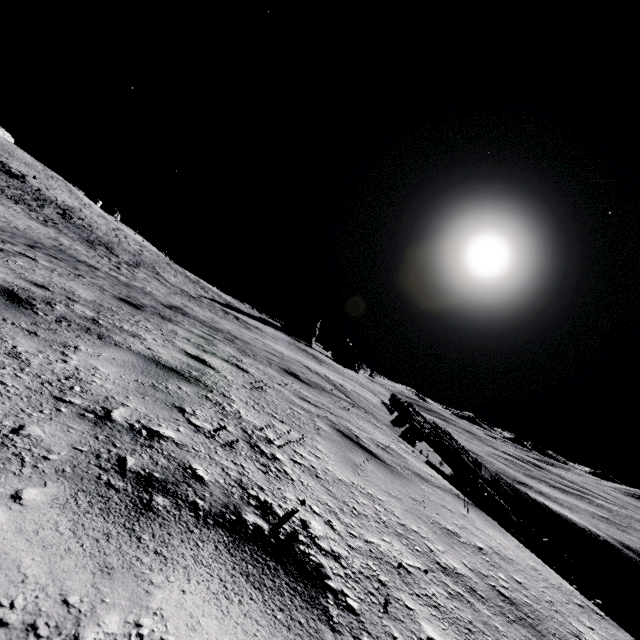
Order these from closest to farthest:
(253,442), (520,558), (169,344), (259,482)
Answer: (259,482) < (253,442) < (520,558) < (169,344)

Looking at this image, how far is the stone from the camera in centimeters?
3956cm

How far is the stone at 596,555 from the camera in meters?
39.6 m
